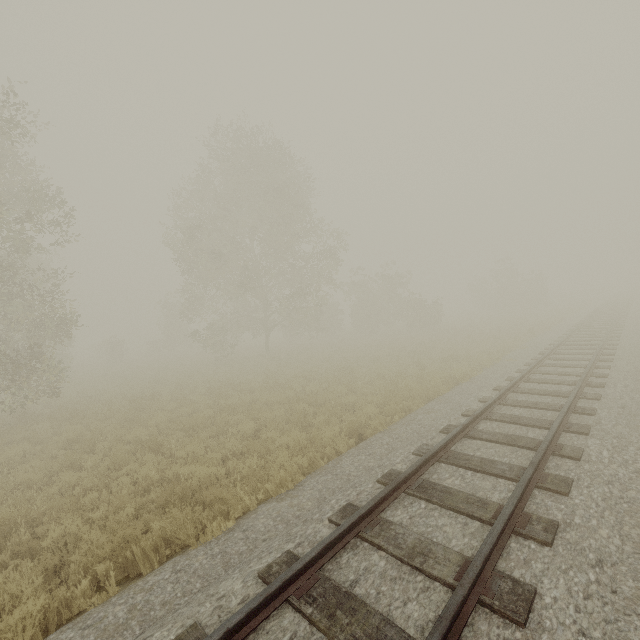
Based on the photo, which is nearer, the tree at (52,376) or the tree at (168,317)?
the tree at (52,376)

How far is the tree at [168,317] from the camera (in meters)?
21.17

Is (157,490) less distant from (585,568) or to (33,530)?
(33,530)

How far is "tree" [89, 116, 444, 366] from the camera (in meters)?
21.17

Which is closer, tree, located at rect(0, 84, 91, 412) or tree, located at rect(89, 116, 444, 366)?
tree, located at rect(0, 84, 91, 412)
